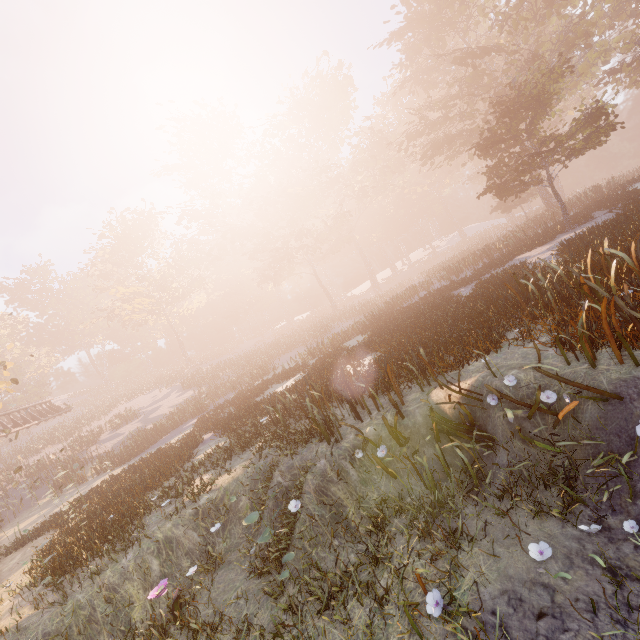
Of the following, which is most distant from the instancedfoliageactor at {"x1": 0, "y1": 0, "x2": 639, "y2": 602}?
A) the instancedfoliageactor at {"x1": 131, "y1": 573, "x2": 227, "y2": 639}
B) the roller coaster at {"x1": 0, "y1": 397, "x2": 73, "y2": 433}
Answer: the roller coaster at {"x1": 0, "y1": 397, "x2": 73, "y2": 433}

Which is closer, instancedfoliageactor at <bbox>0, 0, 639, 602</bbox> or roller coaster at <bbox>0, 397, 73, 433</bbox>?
instancedfoliageactor at <bbox>0, 0, 639, 602</bbox>

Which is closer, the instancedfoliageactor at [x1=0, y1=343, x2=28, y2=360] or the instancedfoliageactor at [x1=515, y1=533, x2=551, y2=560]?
the instancedfoliageactor at [x1=515, y1=533, x2=551, y2=560]

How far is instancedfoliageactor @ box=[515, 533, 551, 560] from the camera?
3.41m

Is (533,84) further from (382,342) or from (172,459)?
(172,459)

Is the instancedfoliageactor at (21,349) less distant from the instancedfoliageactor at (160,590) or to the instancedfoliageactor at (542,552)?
the instancedfoliageactor at (160,590)

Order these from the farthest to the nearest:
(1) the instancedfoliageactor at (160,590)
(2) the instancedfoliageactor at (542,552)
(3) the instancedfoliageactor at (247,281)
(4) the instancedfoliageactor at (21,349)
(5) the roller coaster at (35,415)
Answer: (4) the instancedfoliageactor at (21,349)
(5) the roller coaster at (35,415)
(3) the instancedfoliageactor at (247,281)
(1) the instancedfoliageactor at (160,590)
(2) the instancedfoliageactor at (542,552)

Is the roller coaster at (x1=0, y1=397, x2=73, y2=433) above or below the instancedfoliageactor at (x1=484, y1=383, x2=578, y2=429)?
above
